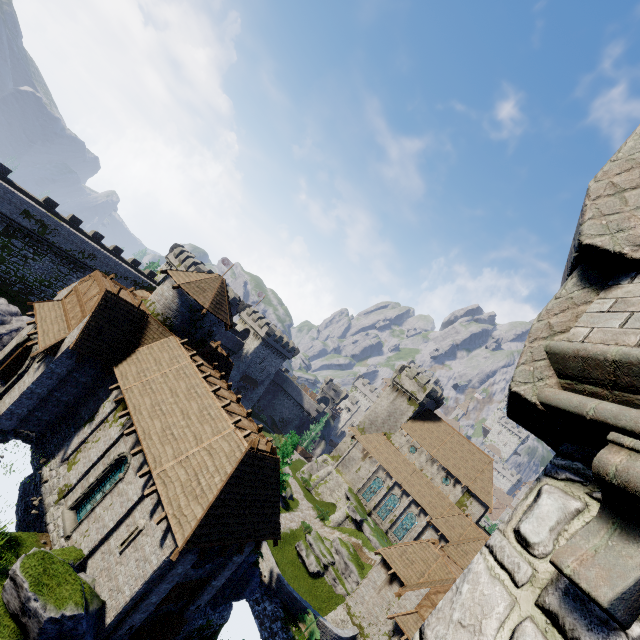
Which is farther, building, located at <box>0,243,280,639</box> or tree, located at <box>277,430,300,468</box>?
tree, located at <box>277,430,300,468</box>

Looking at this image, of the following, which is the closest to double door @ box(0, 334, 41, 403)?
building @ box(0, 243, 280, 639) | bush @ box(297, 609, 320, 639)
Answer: building @ box(0, 243, 280, 639)

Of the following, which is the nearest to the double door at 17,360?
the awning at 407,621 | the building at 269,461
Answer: the building at 269,461

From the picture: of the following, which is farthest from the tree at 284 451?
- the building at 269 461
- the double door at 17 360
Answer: the double door at 17 360

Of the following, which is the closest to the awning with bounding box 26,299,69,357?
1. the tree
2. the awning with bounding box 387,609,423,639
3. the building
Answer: the building

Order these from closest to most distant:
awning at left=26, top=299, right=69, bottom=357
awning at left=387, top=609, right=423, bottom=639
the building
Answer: the building < awning at left=26, top=299, right=69, bottom=357 < awning at left=387, top=609, right=423, bottom=639

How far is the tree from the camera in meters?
21.5 m

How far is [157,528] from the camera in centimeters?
1331cm
